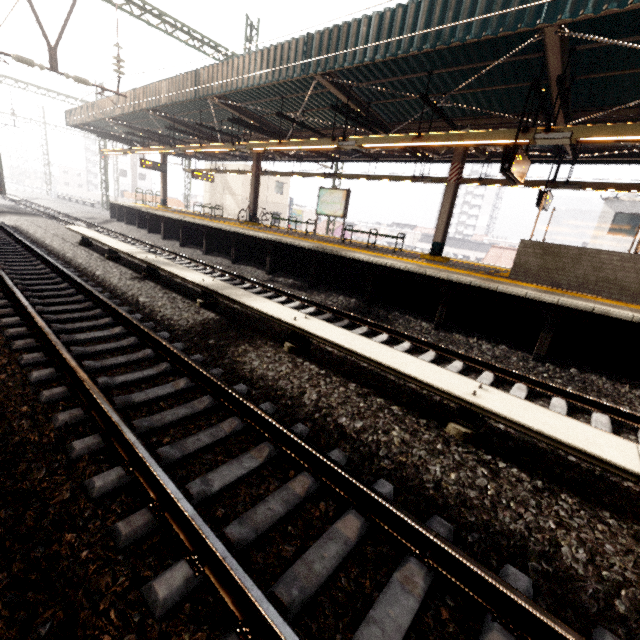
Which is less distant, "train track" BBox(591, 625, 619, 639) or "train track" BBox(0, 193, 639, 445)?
"train track" BBox(591, 625, 619, 639)

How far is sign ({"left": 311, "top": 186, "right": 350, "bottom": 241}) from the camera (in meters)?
12.77

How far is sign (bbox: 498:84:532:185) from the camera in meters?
6.2

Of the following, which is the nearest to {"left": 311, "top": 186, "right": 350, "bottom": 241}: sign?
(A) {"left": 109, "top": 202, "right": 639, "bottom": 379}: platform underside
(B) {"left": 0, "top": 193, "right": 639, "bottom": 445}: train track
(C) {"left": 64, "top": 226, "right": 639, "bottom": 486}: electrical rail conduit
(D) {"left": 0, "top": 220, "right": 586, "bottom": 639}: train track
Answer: (A) {"left": 109, "top": 202, "right": 639, "bottom": 379}: platform underside

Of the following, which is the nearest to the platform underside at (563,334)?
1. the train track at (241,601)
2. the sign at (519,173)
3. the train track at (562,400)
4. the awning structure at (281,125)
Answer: the train track at (562,400)

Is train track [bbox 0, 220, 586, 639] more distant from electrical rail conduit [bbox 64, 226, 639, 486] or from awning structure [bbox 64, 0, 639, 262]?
awning structure [bbox 64, 0, 639, 262]

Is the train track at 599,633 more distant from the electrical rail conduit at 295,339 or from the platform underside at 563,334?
the platform underside at 563,334

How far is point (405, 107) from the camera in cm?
937
